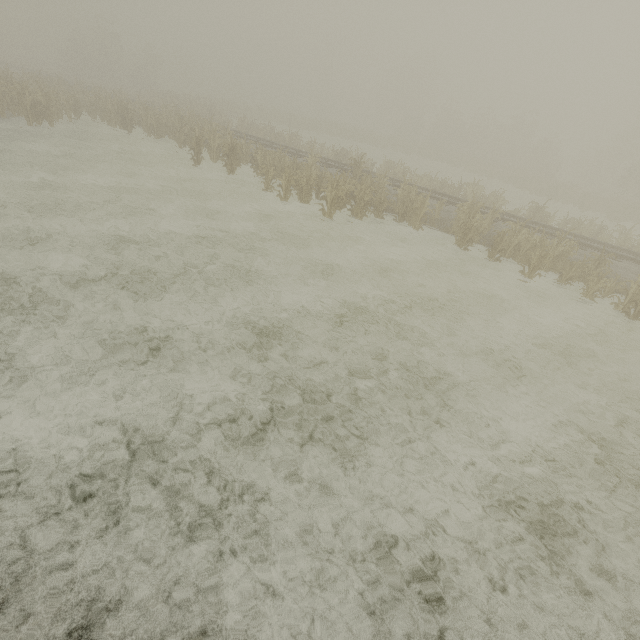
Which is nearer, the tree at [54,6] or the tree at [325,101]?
the tree at [54,6]

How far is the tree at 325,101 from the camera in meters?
56.1

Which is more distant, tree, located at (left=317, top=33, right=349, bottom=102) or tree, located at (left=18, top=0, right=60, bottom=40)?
tree, located at (left=317, top=33, right=349, bottom=102)

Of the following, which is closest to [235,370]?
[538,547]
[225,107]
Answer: [538,547]

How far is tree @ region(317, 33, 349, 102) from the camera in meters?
56.1
